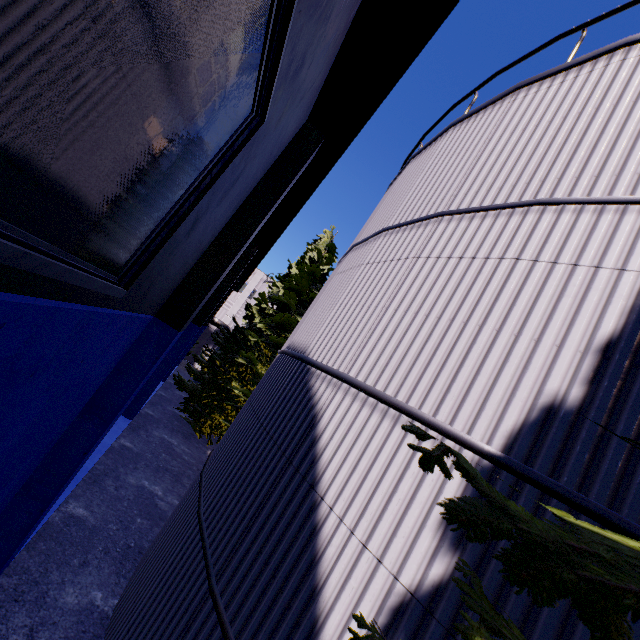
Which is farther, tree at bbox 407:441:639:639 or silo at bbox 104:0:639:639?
silo at bbox 104:0:639:639

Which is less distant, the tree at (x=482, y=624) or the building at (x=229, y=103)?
the building at (x=229, y=103)

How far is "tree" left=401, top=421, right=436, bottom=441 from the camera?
1.0m

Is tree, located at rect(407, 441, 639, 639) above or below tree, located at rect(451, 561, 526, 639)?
above

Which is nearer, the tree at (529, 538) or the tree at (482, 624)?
the tree at (529, 538)

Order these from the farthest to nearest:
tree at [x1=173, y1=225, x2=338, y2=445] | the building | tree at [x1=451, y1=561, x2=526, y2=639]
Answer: tree at [x1=173, y1=225, x2=338, y2=445]
tree at [x1=451, y1=561, x2=526, y2=639]
the building

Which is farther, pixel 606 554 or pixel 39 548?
pixel 39 548
